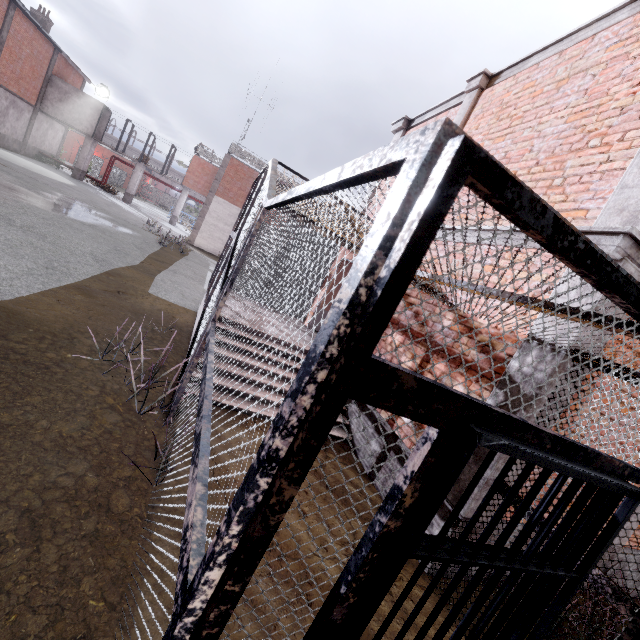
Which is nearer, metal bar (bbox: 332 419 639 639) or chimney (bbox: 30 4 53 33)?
metal bar (bbox: 332 419 639 639)

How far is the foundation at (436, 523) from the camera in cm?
358

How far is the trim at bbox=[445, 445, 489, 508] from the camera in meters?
3.4

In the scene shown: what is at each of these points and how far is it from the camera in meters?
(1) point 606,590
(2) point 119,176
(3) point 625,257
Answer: (1) cage, 2.3 m
(2) fence, 51.2 m
(3) trim, 2.9 m

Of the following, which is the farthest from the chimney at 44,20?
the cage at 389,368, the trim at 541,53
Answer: the trim at 541,53

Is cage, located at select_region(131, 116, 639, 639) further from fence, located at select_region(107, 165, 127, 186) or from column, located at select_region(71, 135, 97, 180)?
fence, located at select_region(107, 165, 127, 186)

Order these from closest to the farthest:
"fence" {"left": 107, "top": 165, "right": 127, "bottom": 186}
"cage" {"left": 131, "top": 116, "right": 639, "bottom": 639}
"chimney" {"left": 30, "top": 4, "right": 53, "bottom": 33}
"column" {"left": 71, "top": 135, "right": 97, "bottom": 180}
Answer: "cage" {"left": 131, "top": 116, "right": 639, "bottom": 639}, "chimney" {"left": 30, "top": 4, "right": 53, "bottom": 33}, "column" {"left": 71, "top": 135, "right": 97, "bottom": 180}, "fence" {"left": 107, "top": 165, "right": 127, "bottom": 186}
